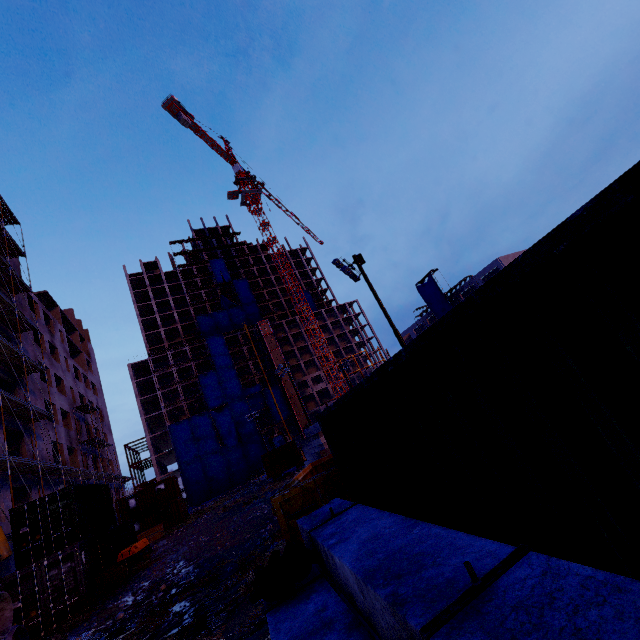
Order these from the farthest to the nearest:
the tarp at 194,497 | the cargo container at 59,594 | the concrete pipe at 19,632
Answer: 1. the tarp at 194,497
2. the cargo container at 59,594
3. the concrete pipe at 19,632

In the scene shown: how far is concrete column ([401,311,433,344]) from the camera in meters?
51.8 m

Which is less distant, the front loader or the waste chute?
the waste chute

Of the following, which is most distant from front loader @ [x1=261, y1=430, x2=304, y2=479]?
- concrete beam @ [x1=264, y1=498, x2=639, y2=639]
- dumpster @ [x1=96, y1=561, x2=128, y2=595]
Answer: concrete beam @ [x1=264, y1=498, x2=639, y2=639]

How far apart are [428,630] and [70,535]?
20.4 meters

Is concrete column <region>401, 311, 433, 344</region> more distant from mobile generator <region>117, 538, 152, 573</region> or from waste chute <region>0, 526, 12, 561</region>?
waste chute <region>0, 526, 12, 561</region>

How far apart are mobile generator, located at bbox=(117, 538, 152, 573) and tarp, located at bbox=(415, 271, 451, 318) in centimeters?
3965cm

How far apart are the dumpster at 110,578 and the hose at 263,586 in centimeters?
1651cm
